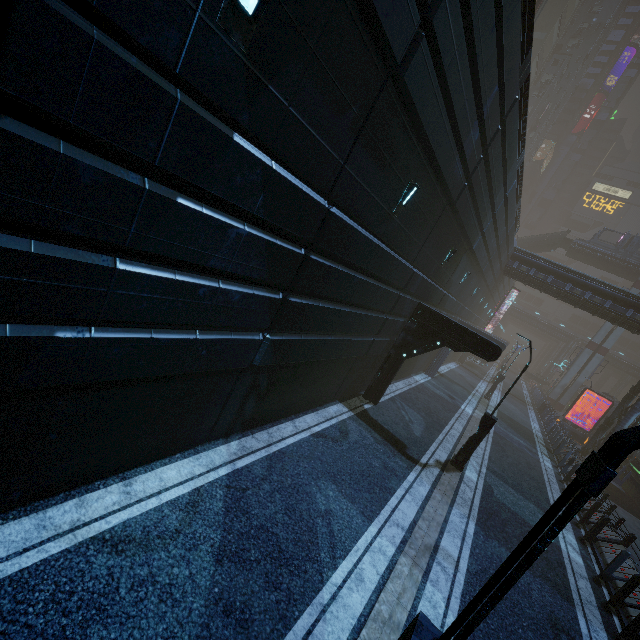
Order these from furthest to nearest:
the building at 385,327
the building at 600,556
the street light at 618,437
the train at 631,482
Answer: the train at 631,482
the building at 600,556
the building at 385,327
the street light at 618,437

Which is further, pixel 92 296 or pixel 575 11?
pixel 575 11

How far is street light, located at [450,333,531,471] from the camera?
11.7 meters

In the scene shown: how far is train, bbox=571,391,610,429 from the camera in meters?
36.4

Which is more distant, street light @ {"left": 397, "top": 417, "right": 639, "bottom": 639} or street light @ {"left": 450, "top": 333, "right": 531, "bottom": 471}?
street light @ {"left": 450, "top": 333, "right": 531, "bottom": 471}

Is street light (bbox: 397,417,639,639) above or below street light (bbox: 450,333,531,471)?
above

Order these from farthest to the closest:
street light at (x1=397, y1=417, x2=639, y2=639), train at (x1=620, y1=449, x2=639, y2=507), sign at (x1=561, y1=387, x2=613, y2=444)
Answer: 1. sign at (x1=561, y1=387, x2=613, y2=444)
2. train at (x1=620, y1=449, x2=639, y2=507)
3. street light at (x1=397, y1=417, x2=639, y2=639)

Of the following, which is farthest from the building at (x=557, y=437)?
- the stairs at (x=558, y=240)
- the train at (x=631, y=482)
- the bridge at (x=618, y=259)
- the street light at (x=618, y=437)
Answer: the bridge at (x=618, y=259)
